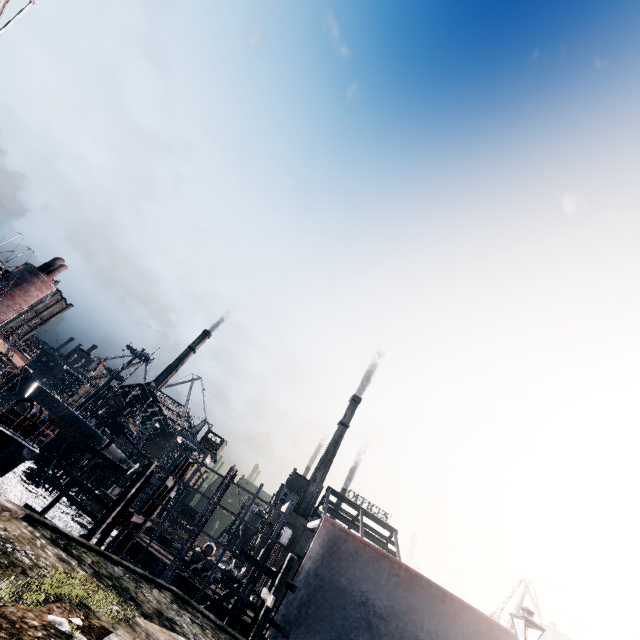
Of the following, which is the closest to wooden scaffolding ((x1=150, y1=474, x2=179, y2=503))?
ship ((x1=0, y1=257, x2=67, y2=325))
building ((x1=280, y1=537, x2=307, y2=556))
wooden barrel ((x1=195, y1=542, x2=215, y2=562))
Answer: wooden barrel ((x1=195, y1=542, x2=215, y2=562))

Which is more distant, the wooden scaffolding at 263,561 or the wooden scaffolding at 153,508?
the wooden scaffolding at 153,508

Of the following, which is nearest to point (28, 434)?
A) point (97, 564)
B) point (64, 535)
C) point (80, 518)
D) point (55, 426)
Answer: point (64, 535)

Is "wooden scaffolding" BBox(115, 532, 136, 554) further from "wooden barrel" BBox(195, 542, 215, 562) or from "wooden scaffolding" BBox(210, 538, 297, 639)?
"wooden scaffolding" BBox(210, 538, 297, 639)

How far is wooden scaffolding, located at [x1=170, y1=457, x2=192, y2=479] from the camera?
24.4 meters

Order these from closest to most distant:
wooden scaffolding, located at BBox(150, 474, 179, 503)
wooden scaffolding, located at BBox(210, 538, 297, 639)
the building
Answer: wooden scaffolding, located at BBox(210, 538, 297, 639) < wooden scaffolding, located at BBox(150, 474, 179, 503) < the building

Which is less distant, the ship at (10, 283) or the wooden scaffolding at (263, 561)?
the wooden scaffolding at (263, 561)
